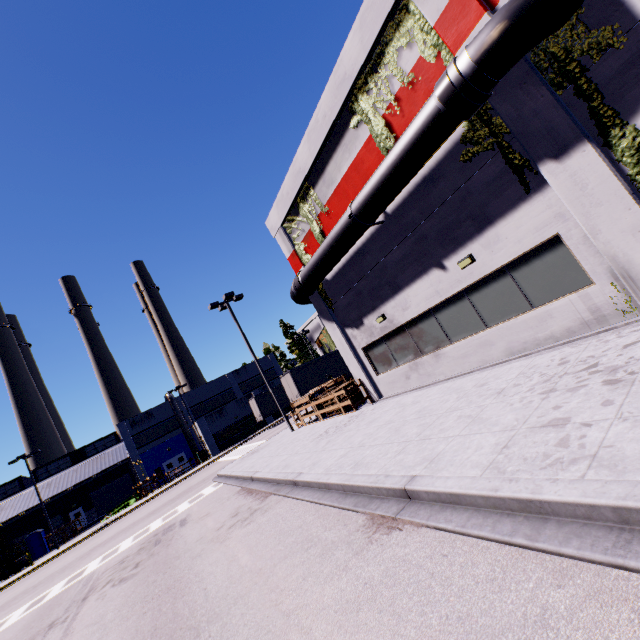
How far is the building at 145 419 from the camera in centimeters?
4256cm

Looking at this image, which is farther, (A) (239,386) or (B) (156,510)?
(A) (239,386)

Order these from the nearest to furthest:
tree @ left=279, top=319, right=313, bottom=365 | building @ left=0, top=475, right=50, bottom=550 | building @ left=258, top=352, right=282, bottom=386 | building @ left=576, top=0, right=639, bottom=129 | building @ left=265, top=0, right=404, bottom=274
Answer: building @ left=576, top=0, right=639, bottom=129 → building @ left=265, top=0, right=404, bottom=274 → building @ left=0, top=475, right=50, bottom=550 → building @ left=258, top=352, right=282, bottom=386 → tree @ left=279, top=319, right=313, bottom=365

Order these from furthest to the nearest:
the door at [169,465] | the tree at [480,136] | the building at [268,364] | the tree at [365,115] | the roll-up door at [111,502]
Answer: the building at [268,364], the roll-up door at [111,502], the door at [169,465], the tree at [365,115], the tree at [480,136]

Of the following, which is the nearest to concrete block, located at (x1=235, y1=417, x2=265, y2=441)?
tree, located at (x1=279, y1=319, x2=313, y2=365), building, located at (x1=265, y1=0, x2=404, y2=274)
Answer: building, located at (x1=265, y1=0, x2=404, y2=274)

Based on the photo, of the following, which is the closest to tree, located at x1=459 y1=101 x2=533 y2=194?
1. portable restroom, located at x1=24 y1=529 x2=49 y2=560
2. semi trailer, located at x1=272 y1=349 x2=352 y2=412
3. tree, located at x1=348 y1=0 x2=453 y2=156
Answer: tree, located at x1=348 y1=0 x2=453 y2=156

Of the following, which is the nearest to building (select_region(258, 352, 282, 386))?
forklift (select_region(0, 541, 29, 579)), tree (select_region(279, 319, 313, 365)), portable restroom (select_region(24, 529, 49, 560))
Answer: tree (select_region(279, 319, 313, 365))

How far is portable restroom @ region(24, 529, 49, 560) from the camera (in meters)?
36.99
